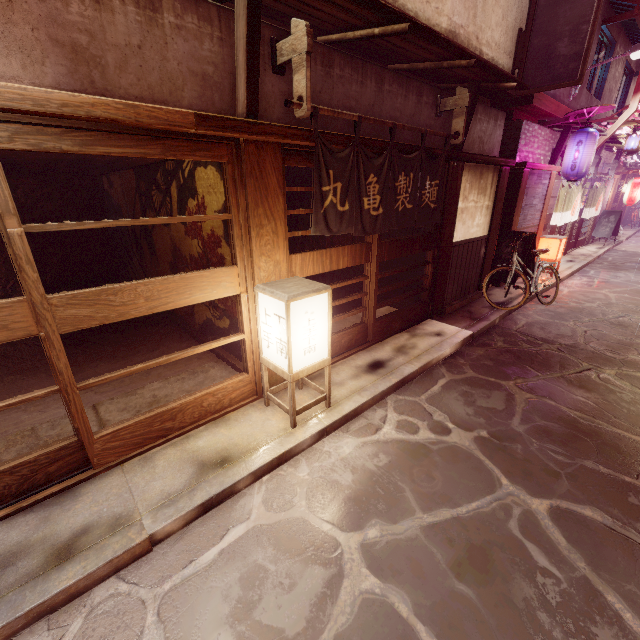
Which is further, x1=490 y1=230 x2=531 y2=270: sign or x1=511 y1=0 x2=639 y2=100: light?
x1=490 y1=230 x2=531 y2=270: sign

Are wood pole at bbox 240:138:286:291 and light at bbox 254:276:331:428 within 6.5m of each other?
yes

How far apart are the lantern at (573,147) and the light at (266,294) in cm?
1515

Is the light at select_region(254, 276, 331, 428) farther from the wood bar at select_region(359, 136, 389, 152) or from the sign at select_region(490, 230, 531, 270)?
the sign at select_region(490, 230, 531, 270)

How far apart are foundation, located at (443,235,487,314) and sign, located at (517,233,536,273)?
0.8 meters

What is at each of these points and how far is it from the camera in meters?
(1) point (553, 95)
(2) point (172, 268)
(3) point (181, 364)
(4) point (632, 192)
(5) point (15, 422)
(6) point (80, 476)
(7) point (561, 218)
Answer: (1) house, 14.4 m
(2) building, 10.8 m
(3) building, 8.8 m
(4) lantern, 26.5 m
(5) building, 6.6 m
(6) door frame, 5.2 m
(7) flag, 18.7 m

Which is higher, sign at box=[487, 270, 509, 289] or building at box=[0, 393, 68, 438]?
sign at box=[487, 270, 509, 289]

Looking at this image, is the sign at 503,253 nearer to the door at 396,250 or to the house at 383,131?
the house at 383,131
